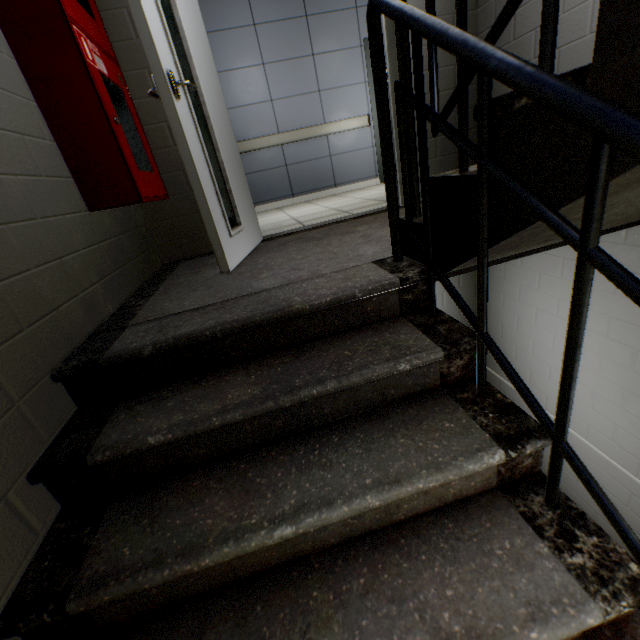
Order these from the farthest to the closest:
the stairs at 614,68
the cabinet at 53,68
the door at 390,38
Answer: the door at 390,38, the cabinet at 53,68, the stairs at 614,68

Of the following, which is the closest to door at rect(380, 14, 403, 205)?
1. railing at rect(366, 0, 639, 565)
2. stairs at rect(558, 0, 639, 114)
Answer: stairs at rect(558, 0, 639, 114)

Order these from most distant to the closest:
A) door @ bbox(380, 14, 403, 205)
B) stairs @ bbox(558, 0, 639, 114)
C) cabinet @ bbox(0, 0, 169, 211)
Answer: door @ bbox(380, 14, 403, 205)
cabinet @ bbox(0, 0, 169, 211)
stairs @ bbox(558, 0, 639, 114)

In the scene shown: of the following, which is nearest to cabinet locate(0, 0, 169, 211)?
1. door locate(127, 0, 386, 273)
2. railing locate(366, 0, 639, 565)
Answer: door locate(127, 0, 386, 273)

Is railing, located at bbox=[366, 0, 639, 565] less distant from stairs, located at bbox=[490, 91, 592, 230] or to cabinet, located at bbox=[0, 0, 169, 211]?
stairs, located at bbox=[490, 91, 592, 230]

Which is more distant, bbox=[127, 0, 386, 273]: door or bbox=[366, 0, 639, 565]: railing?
bbox=[127, 0, 386, 273]: door

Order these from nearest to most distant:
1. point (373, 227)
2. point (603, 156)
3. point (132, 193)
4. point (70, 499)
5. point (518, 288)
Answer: point (603, 156), point (70, 499), point (132, 193), point (373, 227), point (518, 288)

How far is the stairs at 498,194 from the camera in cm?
82
